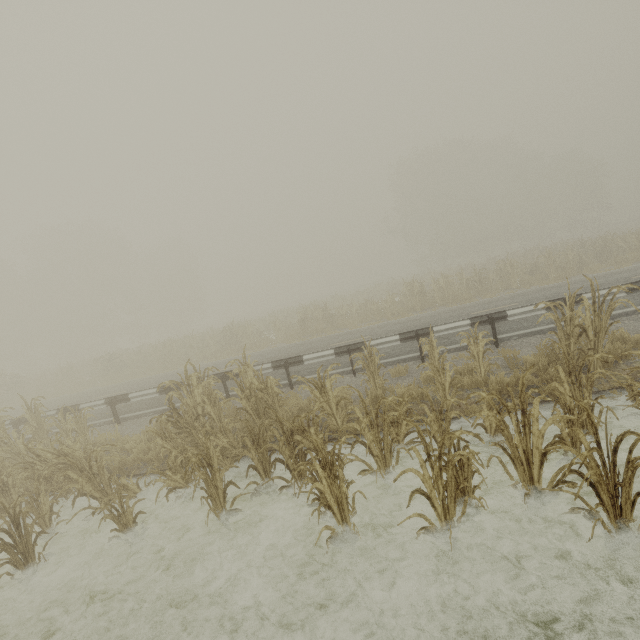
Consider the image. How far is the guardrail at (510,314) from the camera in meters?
8.9

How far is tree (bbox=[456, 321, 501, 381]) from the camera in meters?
6.8

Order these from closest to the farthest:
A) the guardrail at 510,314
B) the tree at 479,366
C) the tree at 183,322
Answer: the tree at 183,322, the tree at 479,366, the guardrail at 510,314

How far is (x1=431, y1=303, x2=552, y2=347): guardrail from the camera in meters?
8.9

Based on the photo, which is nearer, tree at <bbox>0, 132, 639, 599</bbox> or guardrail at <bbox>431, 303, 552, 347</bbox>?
tree at <bbox>0, 132, 639, 599</bbox>

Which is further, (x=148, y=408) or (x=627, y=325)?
(x=148, y=408)

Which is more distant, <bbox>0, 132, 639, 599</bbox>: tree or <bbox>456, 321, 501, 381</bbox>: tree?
<bbox>456, 321, 501, 381</bbox>: tree

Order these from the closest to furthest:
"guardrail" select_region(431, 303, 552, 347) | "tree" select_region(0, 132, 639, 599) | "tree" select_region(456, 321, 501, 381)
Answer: "tree" select_region(0, 132, 639, 599) → "tree" select_region(456, 321, 501, 381) → "guardrail" select_region(431, 303, 552, 347)
